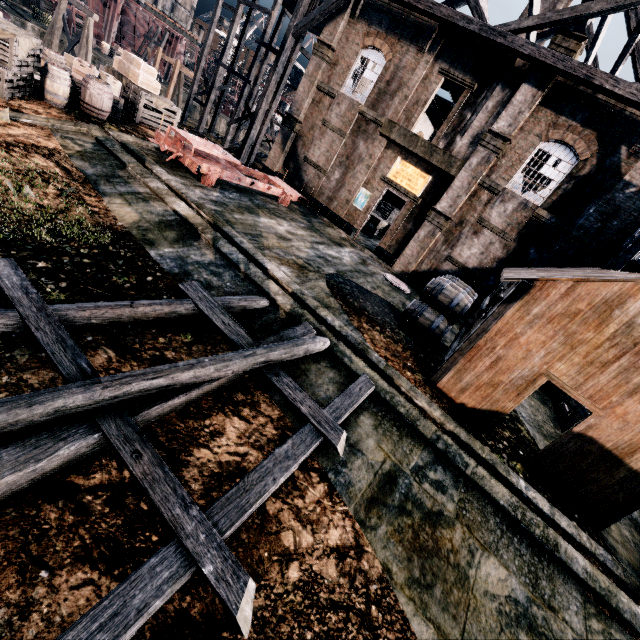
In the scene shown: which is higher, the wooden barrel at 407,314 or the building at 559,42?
the building at 559,42

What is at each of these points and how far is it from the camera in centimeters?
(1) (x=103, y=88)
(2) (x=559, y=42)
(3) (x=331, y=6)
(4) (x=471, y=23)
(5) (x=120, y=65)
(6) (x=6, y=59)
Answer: (1) wooden barrel, 1345cm
(2) building, 1469cm
(3) wood roof frame, 1870cm
(4) wood roof frame, 1543cm
(5) wooden chest, 1783cm
(6) wooden chest, 1071cm

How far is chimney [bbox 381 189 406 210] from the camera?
36.42m

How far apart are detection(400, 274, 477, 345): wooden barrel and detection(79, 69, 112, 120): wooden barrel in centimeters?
1536cm

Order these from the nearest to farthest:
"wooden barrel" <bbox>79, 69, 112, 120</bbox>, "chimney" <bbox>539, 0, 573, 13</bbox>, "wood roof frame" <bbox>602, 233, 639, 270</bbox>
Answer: "wooden barrel" <bbox>79, 69, 112, 120</bbox>
"wood roof frame" <bbox>602, 233, 639, 270</bbox>
"chimney" <bbox>539, 0, 573, 13</bbox>

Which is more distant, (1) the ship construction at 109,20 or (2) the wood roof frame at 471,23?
(1) the ship construction at 109,20

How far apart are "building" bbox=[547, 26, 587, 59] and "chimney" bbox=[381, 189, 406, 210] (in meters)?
19.74

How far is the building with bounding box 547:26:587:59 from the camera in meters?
14.4 m
